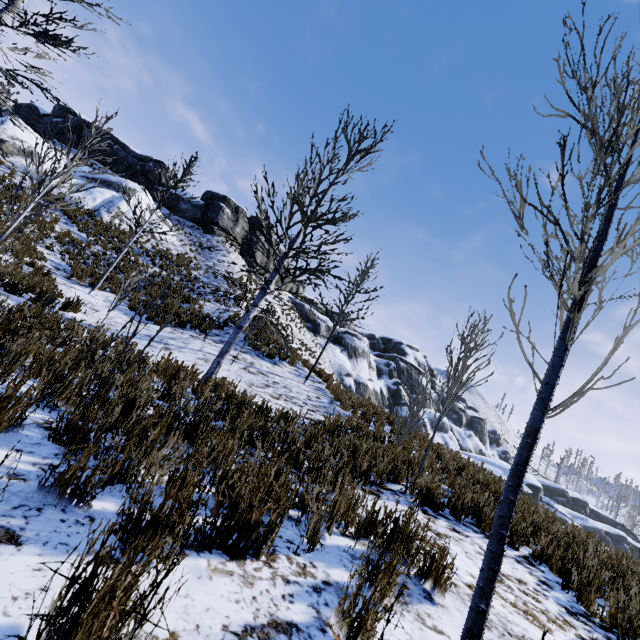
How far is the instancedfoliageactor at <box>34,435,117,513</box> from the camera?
1.54m

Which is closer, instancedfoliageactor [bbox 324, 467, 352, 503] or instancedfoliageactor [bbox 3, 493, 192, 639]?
instancedfoliageactor [bbox 3, 493, 192, 639]

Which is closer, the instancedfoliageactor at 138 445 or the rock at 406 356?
the instancedfoliageactor at 138 445

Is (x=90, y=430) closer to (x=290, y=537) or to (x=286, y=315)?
(x=290, y=537)

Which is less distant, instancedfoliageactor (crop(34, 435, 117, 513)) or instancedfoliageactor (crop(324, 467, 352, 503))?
instancedfoliageactor (crop(34, 435, 117, 513))

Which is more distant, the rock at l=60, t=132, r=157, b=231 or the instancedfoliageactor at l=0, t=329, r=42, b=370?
the rock at l=60, t=132, r=157, b=231

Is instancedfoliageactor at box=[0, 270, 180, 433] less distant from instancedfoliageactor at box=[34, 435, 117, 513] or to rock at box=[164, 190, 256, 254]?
instancedfoliageactor at box=[34, 435, 117, 513]

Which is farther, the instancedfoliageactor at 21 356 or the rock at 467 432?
the rock at 467 432
